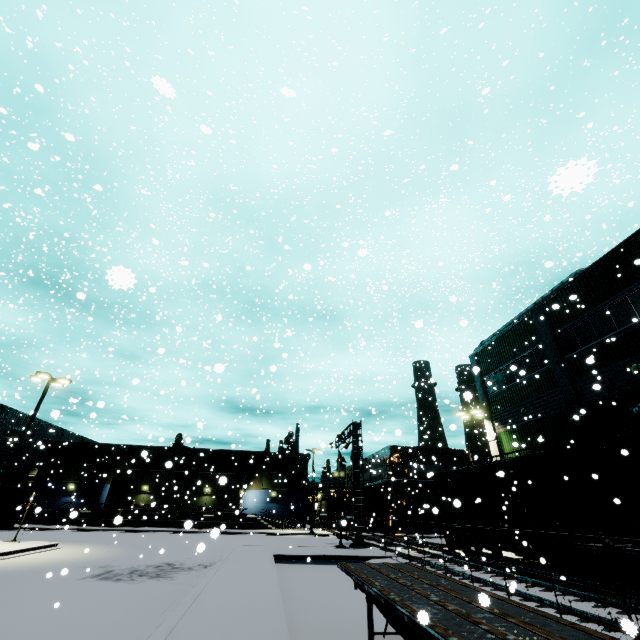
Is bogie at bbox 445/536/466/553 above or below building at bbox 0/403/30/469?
below

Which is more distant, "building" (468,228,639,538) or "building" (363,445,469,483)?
"building" (363,445,469,483)

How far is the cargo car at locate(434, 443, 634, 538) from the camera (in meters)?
13.47

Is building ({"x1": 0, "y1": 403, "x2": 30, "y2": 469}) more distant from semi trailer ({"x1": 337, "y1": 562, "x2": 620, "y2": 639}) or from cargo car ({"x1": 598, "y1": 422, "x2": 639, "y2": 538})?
cargo car ({"x1": 598, "y1": 422, "x2": 639, "y2": 538})

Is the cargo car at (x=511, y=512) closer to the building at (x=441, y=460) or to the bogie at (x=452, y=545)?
the bogie at (x=452, y=545)

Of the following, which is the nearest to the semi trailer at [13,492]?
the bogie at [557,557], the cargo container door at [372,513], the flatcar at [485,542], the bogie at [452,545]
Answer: the flatcar at [485,542]

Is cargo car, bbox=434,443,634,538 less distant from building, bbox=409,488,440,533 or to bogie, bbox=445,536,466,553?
bogie, bbox=445,536,466,553

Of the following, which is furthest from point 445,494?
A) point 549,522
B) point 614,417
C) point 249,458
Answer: point 249,458
